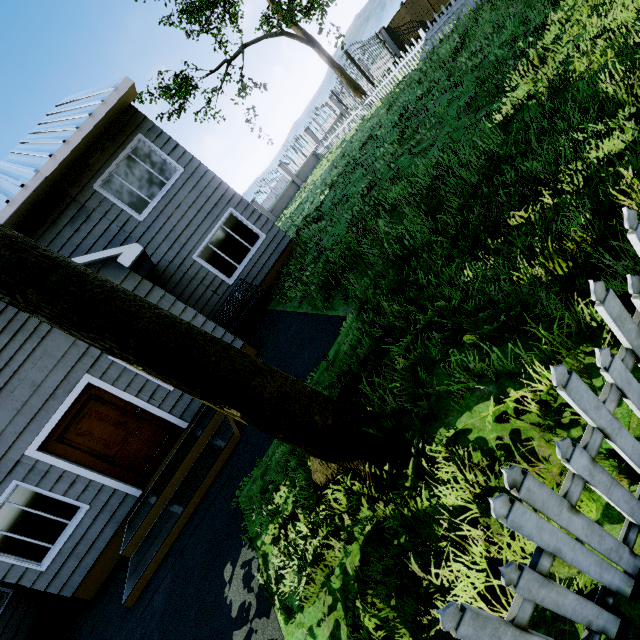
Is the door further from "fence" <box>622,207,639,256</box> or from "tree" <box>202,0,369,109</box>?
"fence" <box>622,207,639,256</box>

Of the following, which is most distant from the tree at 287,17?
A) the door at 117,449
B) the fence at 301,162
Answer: the door at 117,449

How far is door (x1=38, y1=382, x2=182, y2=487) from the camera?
6.2m

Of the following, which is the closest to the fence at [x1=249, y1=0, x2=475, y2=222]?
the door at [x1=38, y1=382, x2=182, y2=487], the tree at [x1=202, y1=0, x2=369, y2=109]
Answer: the tree at [x1=202, y1=0, x2=369, y2=109]

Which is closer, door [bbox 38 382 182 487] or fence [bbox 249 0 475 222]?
door [bbox 38 382 182 487]

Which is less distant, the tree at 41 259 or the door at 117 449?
the tree at 41 259

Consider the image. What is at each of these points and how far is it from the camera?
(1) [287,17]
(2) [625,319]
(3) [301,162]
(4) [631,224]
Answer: (1) tree, 15.2m
(2) fence, 1.3m
(3) fence, 45.6m
(4) fence, 1.3m

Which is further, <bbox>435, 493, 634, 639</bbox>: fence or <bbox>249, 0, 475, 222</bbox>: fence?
<bbox>249, 0, 475, 222</bbox>: fence
